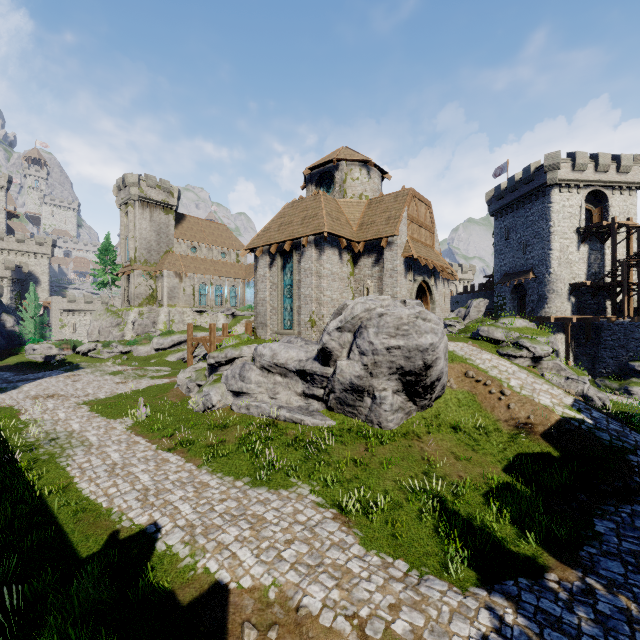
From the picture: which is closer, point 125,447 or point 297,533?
point 297,533

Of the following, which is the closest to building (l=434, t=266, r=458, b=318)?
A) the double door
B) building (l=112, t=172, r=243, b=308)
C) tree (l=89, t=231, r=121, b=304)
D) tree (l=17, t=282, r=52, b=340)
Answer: the double door

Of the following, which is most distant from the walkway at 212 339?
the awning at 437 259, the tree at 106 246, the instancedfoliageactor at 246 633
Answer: the tree at 106 246

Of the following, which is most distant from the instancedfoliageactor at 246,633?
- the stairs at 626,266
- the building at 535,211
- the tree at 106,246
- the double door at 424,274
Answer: the tree at 106,246

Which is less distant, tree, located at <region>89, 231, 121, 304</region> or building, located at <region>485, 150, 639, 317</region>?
building, located at <region>485, 150, 639, 317</region>

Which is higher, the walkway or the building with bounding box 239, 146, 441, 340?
the building with bounding box 239, 146, 441, 340

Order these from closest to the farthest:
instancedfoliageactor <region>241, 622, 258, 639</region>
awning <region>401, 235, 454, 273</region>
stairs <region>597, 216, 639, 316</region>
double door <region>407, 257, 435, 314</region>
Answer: instancedfoliageactor <region>241, 622, 258, 639</region> → awning <region>401, 235, 454, 273</region> → double door <region>407, 257, 435, 314</region> → stairs <region>597, 216, 639, 316</region>

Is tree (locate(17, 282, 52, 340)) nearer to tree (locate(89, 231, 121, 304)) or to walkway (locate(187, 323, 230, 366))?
tree (locate(89, 231, 121, 304))
